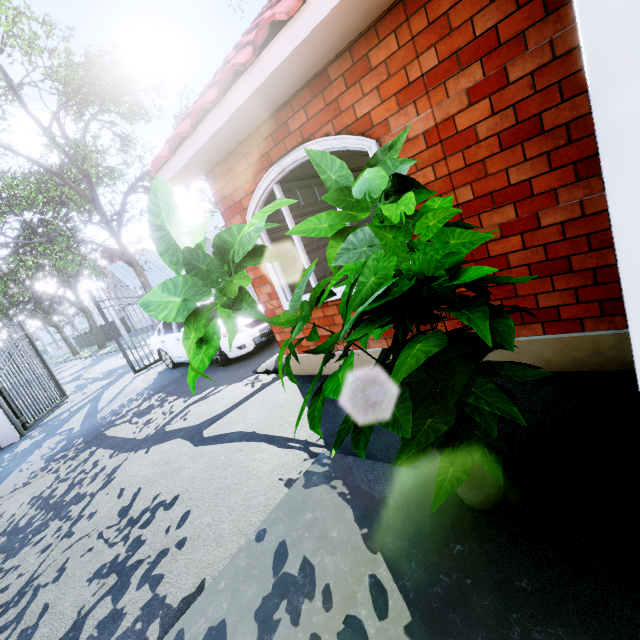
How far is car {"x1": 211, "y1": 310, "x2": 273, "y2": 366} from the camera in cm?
669

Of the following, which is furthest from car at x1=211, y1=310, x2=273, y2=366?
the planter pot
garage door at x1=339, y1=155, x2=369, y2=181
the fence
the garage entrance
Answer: the planter pot

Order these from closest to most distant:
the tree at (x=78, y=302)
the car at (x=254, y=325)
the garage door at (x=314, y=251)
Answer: the garage door at (x=314, y=251) → the car at (x=254, y=325) → the tree at (x=78, y=302)

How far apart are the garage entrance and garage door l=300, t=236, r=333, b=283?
0.0 meters

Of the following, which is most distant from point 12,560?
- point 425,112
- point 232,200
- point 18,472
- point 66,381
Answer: point 66,381

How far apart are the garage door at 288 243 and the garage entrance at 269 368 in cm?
2
